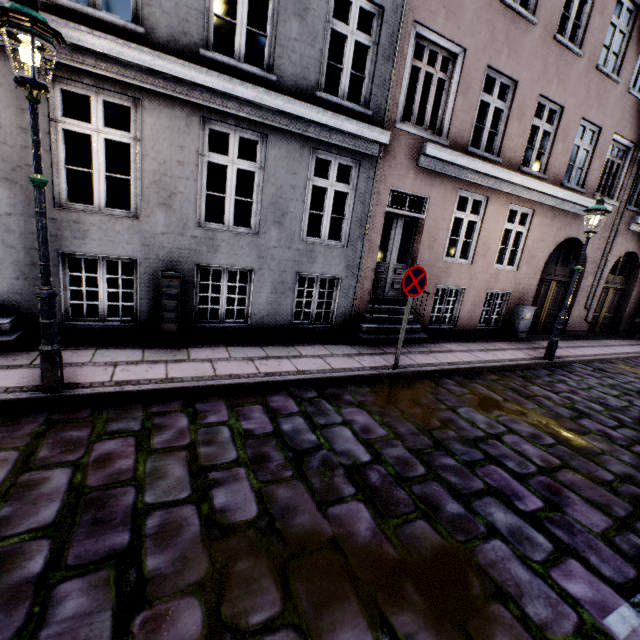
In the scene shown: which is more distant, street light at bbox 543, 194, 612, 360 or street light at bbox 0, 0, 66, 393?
street light at bbox 543, 194, 612, 360

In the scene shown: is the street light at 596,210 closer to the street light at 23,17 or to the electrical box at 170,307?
the electrical box at 170,307

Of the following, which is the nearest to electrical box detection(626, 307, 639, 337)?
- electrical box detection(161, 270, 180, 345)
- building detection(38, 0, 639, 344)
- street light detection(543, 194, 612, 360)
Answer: building detection(38, 0, 639, 344)

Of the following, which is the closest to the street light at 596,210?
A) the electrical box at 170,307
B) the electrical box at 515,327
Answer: the electrical box at 515,327

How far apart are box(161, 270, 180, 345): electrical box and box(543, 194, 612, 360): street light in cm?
861

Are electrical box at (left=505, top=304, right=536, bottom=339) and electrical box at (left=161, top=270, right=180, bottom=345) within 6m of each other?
no

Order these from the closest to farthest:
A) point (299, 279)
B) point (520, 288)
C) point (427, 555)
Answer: point (427, 555), point (520, 288), point (299, 279)

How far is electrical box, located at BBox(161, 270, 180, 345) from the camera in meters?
5.3 m
